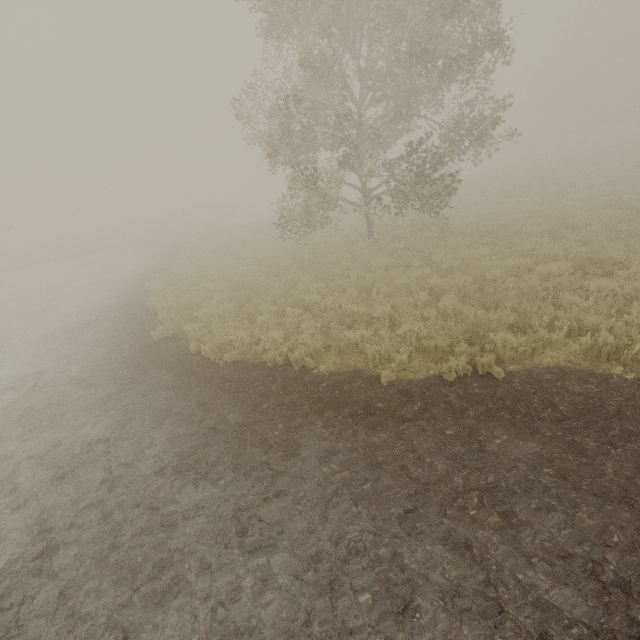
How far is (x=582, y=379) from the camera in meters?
5.4
